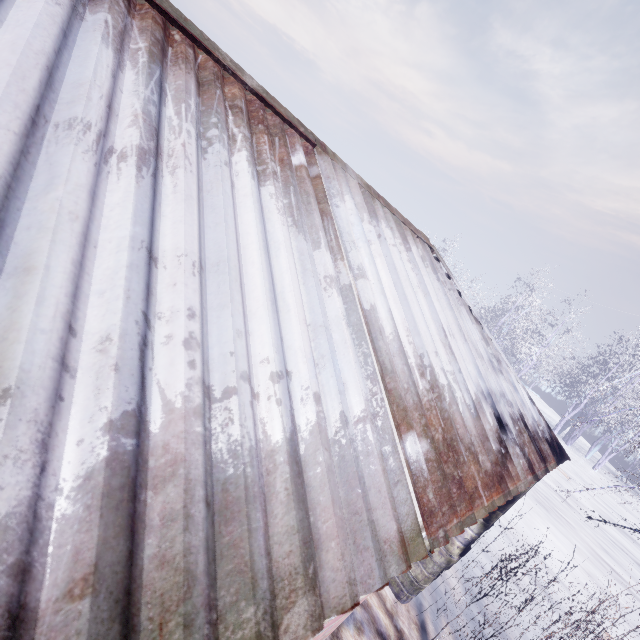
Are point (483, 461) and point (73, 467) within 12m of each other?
yes
